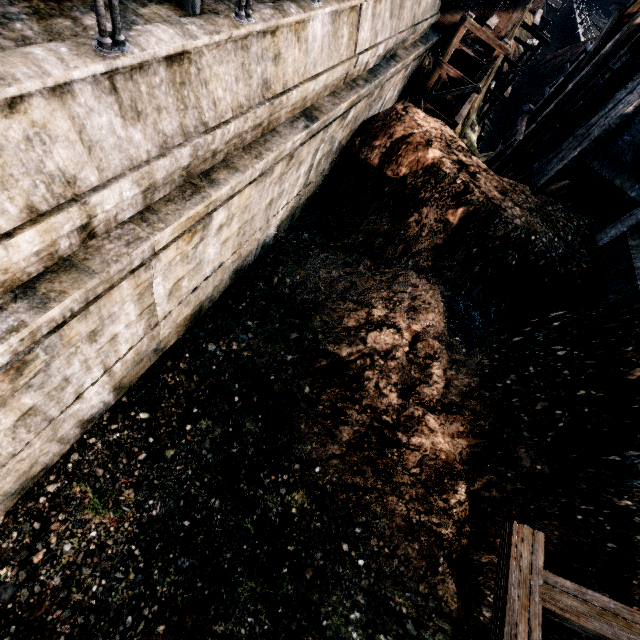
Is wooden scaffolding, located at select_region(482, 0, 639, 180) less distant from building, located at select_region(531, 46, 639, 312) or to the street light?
building, located at select_region(531, 46, 639, 312)

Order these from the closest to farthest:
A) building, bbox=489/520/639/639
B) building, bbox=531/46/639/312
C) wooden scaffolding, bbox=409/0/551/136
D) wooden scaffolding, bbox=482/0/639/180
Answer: building, bbox=489/520/639/639
building, bbox=531/46/639/312
wooden scaffolding, bbox=482/0/639/180
wooden scaffolding, bbox=409/0/551/136

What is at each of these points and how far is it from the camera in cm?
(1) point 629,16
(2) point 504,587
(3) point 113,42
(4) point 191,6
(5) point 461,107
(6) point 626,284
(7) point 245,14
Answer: (1) wooden scaffolding, 1470
(2) building, 514
(3) metal railing, 414
(4) street light, 554
(5) wooden scaffolding, 1805
(6) building, 1141
(7) metal railing, 584

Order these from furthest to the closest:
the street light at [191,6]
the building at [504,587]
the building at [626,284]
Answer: the building at [626,284] → the street light at [191,6] → the building at [504,587]

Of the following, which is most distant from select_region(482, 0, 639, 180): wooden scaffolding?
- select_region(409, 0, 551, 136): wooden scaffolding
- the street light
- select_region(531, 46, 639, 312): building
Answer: the street light

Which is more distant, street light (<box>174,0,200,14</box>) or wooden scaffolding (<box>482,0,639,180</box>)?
wooden scaffolding (<box>482,0,639,180</box>)

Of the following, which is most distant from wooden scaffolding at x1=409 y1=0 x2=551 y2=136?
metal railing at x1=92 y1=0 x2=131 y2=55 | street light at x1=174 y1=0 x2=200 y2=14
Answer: street light at x1=174 y1=0 x2=200 y2=14

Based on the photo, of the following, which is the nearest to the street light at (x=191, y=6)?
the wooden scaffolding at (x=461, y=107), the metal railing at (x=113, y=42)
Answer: the metal railing at (x=113, y=42)
